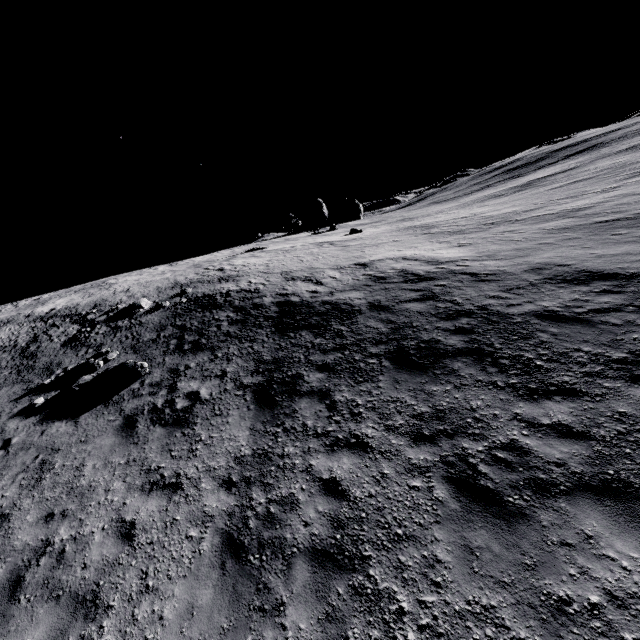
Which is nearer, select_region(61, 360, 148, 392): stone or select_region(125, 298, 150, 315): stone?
select_region(61, 360, 148, 392): stone

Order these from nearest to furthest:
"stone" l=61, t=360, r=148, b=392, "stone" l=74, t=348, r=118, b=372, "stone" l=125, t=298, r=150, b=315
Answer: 1. "stone" l=61, t=360, r=148, b=392
2. "stone" l=74, t=348, r=118, b=372
3. "stone" l=125, t=298, r=150, b=315

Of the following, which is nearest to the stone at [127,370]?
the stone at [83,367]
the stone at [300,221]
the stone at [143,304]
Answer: the stone at [83,367]

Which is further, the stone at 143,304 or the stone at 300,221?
the stone at 300,221

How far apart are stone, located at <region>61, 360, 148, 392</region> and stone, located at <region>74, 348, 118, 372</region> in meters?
0.8 m

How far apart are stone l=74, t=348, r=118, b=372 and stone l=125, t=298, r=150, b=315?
5.2m

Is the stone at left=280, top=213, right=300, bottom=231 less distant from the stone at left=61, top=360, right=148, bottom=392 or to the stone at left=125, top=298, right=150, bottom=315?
the stone at left=125, top=298, right=150, bottom=315

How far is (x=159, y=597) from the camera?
4.98m
